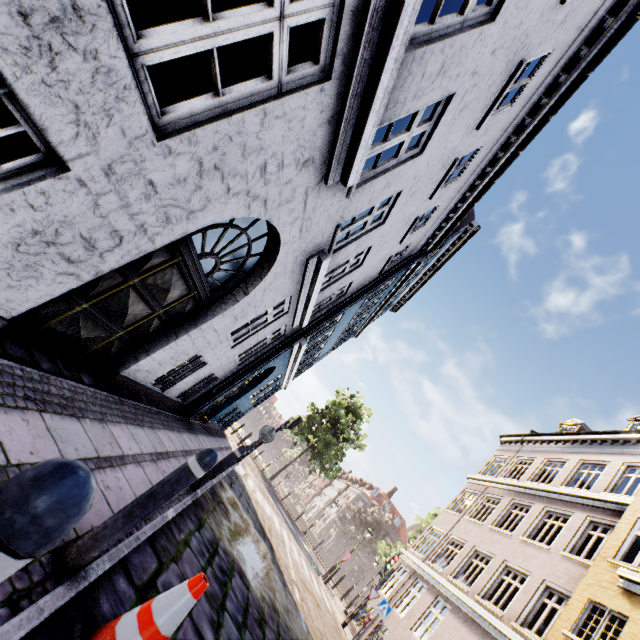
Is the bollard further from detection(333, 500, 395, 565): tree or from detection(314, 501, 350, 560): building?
detection(314, 501, 350, 560): building

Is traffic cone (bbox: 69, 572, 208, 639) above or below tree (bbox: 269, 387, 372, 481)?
below

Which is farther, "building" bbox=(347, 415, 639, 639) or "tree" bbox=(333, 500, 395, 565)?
"tree" bbox=(333, 500, 395, 565)

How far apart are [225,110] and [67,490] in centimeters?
302cm

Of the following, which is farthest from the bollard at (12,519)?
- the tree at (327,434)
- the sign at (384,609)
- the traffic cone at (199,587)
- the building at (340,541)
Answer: the building at (340,541)

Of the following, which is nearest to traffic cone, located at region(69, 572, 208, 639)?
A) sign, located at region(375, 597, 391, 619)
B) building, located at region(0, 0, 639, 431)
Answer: building, located at region(0, 0, 639, 431)

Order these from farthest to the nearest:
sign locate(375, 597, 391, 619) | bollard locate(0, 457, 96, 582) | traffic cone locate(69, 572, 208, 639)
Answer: sign locate(375, 597, 391, 619), traffic cone locate(69, 572, 208, 639), bollard locate(0, 457, 96, 582)

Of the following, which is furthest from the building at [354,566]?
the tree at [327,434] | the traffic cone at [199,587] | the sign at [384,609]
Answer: the traffic cone at [199,587]
